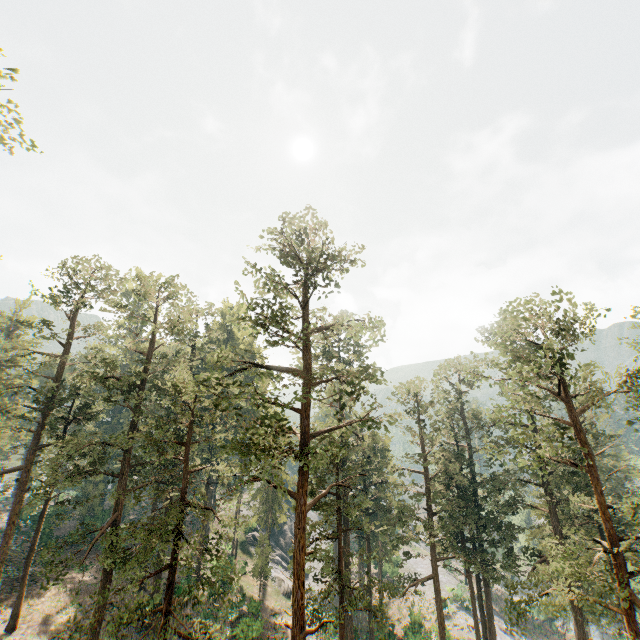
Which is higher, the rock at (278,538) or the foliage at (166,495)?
the foliage at (166,495)

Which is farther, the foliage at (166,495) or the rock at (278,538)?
the rock at (278,538)

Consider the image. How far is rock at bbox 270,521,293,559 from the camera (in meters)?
51.75

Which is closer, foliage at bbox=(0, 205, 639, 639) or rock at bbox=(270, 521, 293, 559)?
foliage at bbox=(0, 205, 639, 639)

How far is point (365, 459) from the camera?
33.6m

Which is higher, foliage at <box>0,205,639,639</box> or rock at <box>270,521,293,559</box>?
foliage at <box>0,205,639,639</box>
